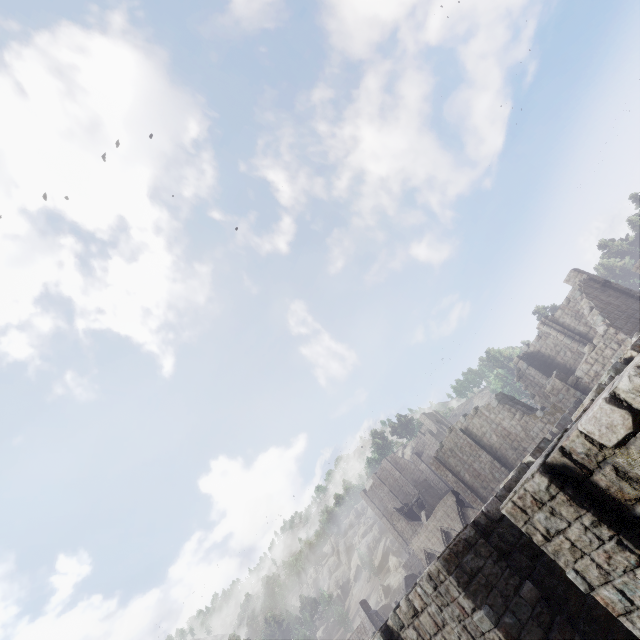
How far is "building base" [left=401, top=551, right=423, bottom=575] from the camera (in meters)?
51.70

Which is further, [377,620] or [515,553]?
[377,620]

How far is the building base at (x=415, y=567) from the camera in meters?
51.7 m

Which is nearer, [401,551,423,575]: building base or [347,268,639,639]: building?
[347,268,639,639]: building

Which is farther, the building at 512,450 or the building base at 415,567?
the building base at 415,567
